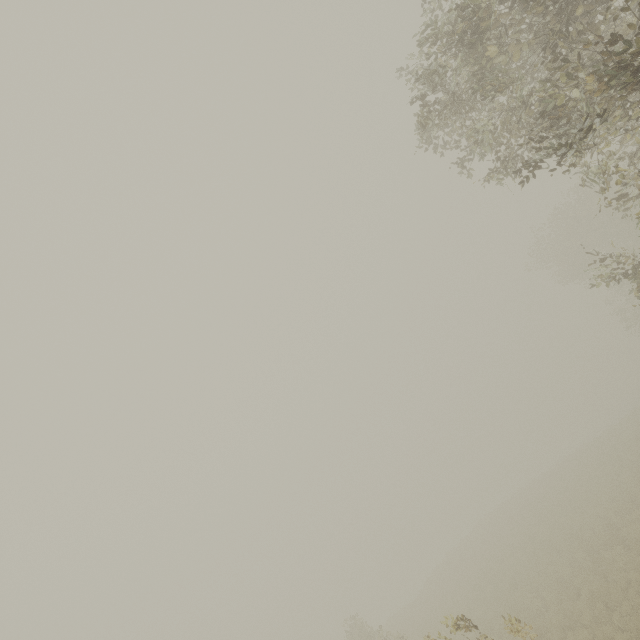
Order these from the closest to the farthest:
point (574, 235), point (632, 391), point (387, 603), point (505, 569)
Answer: point (505, 569) → point (574, 235) → point (632, 391) → point (387, 603)
